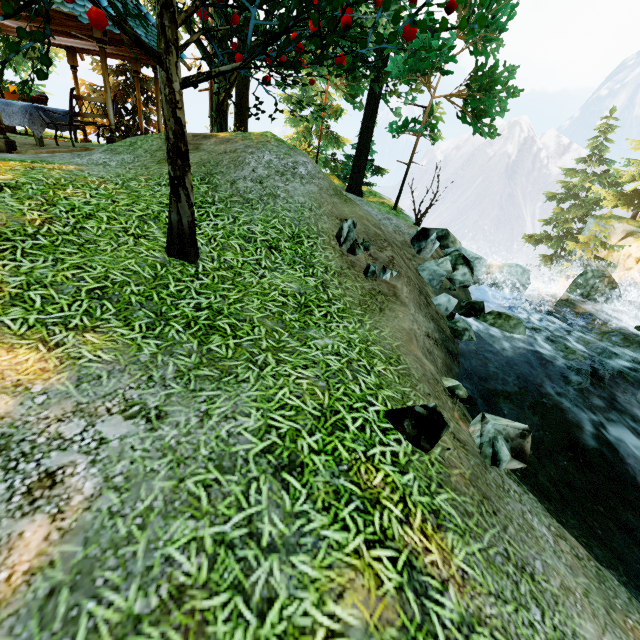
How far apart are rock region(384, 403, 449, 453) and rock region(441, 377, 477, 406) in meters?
1.1 m

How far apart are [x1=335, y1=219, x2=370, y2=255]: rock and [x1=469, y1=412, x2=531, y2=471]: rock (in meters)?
3.27

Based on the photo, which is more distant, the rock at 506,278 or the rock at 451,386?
the rock at 506,278

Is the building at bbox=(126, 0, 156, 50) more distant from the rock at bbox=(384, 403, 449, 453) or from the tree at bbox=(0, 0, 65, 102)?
the rock at bbox=(384, 403, 449, 453)

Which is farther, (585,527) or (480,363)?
(480,363)

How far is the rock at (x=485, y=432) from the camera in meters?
3.4 m

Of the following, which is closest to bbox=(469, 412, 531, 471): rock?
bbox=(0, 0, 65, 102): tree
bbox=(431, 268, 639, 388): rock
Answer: bbox=(0, 0, 65, 102): tree

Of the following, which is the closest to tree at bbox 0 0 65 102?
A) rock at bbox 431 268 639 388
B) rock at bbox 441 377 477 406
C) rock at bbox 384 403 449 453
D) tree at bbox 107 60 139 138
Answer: tree at bbox 107 60 139 138
